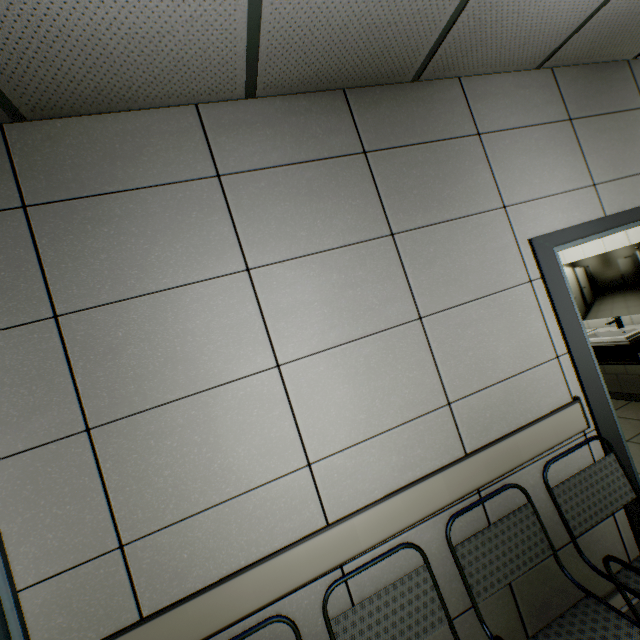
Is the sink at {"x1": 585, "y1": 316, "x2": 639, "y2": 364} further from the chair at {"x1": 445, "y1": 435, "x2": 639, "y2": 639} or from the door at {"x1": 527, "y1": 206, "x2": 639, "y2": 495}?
the chair at {"x1": 445, "y1": 435, "x2": 639, "y2": 639}

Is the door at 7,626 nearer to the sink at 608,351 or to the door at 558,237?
the door at 558,237

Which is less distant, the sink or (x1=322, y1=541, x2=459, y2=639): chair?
(x1=322, y1=541, x2=459, y2=639): chair

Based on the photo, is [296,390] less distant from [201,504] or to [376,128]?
[201,504]

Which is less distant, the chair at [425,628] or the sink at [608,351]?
the chair at [425,628]

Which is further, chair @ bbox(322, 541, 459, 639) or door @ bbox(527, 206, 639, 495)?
door @ bbox(527, 206, 639, 495)

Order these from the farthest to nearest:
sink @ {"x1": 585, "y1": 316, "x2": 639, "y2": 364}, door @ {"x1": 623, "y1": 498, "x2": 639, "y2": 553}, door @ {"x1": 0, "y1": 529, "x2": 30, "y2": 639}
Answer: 1. sink @ {"x1": 585, "y1": 316, "x2": 639, "y2": 364}
2. door @ {"x1": 623, "y1": 498, "x2": 639, "y2": 553}
3. door @ {"x1": 0, "y1": 529, "x2": 30, "y2": 639}
